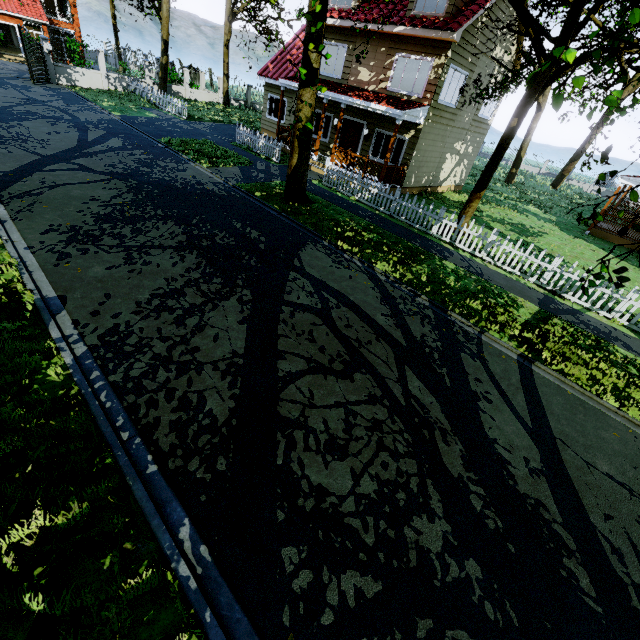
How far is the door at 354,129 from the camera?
17.0m

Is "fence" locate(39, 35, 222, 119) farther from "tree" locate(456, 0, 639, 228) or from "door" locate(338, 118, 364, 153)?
"door" locate(338, 118, 364, 153)

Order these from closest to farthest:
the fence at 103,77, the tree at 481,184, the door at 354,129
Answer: the tree at 481,184 < the door at 354,129 < the fence at 103,77

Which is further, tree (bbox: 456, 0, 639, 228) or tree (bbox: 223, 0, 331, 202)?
tree (bbox: 223, 0, 331, 202)

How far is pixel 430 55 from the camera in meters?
13.6

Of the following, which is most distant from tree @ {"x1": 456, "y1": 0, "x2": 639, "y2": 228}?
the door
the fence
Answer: the door
